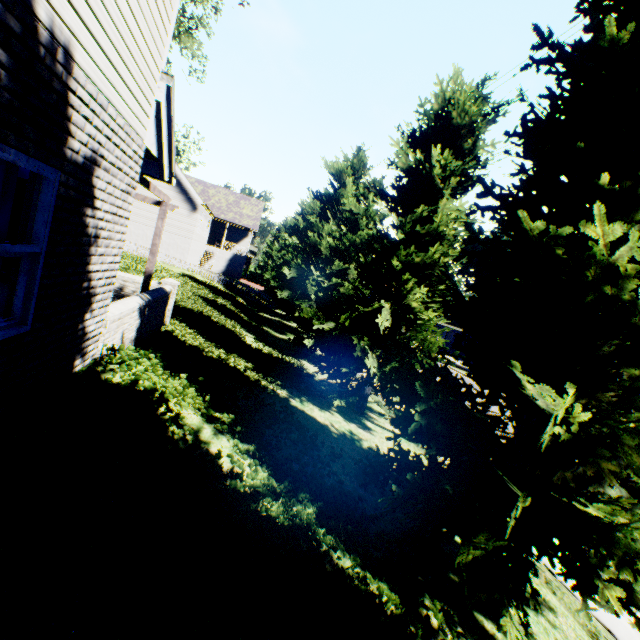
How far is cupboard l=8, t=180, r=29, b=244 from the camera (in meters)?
4.04

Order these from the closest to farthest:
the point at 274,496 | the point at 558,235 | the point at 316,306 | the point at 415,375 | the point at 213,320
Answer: the point at 558,235, the point at 274,496, the point at 415,375, the point at 213,320, the point at 316,306

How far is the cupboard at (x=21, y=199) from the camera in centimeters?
Result: 404cm

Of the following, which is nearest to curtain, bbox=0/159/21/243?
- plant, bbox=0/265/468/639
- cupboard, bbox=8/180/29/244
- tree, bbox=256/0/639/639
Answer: cupboard, bbox=8/180/29/244

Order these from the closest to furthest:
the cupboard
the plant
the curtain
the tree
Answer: the plant, the curtain, the tree, the cupboard

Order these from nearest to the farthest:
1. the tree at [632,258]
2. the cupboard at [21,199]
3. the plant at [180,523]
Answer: the plant at [180,523], the tree at [632,258], the cupboard at [21,199]

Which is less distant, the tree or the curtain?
the curtain
